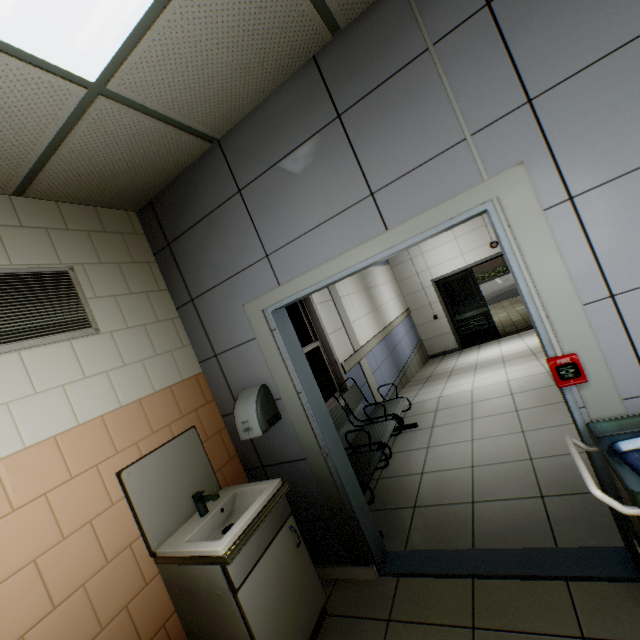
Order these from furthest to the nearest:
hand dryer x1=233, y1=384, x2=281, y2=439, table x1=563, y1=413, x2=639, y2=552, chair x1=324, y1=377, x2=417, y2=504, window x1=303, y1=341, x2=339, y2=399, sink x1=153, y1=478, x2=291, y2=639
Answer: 1. window x1=303, y1=341, x2=339, y2=399
2. chair x1=324, y1=377, x2=417, y2=504
3. hand dryer x1=233, y1=384, x2=281, y2=439
4. sink x1=153, y1=478, x2=291, y2=639
5. table x1=563, y1=413, x2=639, y2=552

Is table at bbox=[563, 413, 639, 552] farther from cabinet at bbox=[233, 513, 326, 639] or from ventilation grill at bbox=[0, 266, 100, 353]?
ventilation grill at bbox=[0, 266, 100, 353]

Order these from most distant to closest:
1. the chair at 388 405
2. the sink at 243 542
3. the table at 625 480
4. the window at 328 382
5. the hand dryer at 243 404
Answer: the window at 328 382, the chair at 388 405, the hand dryer at 243 404, the sink at 243 542, the table at 625 480

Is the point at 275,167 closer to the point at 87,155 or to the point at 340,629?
the point at 87,155

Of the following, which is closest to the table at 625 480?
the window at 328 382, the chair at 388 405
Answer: the chair at 388 405

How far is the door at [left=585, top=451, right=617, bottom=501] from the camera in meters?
1.6 m

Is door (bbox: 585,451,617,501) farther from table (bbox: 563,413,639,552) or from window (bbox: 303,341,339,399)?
window (bbox: 303,341,339,399)

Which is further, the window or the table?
the window
